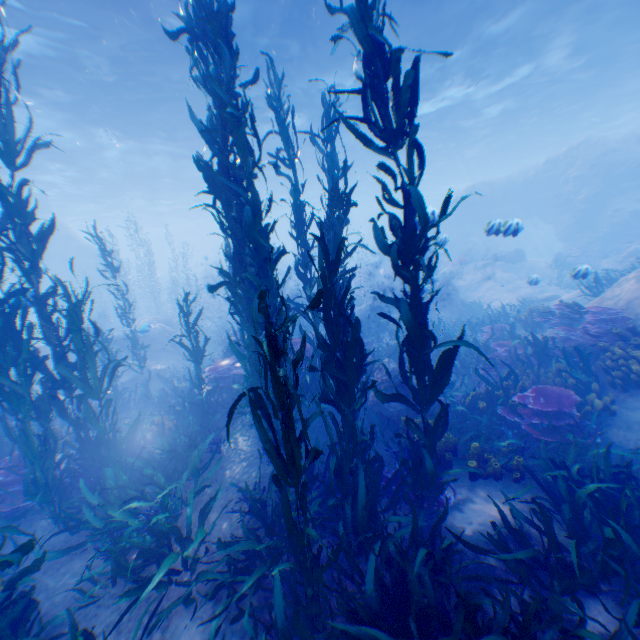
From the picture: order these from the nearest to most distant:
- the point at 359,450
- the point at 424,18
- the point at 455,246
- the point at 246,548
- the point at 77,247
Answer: the point at 246,548 → the point at 359,450 → the point at 424,18 → the point at 77,247 → the point at 455,246

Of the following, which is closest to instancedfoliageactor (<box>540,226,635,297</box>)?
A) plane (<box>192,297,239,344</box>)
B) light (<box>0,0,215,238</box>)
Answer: plane (<box>192,297,239,344</box>)

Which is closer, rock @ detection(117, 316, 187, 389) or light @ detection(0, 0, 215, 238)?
light @ detection(0, 0, 215, 238)

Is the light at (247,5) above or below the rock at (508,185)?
above

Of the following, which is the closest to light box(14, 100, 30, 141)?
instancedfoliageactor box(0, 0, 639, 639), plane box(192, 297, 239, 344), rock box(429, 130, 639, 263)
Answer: rock box(429, 130, 639, 263)

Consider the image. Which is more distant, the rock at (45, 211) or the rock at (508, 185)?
the rock at (45, 211)
